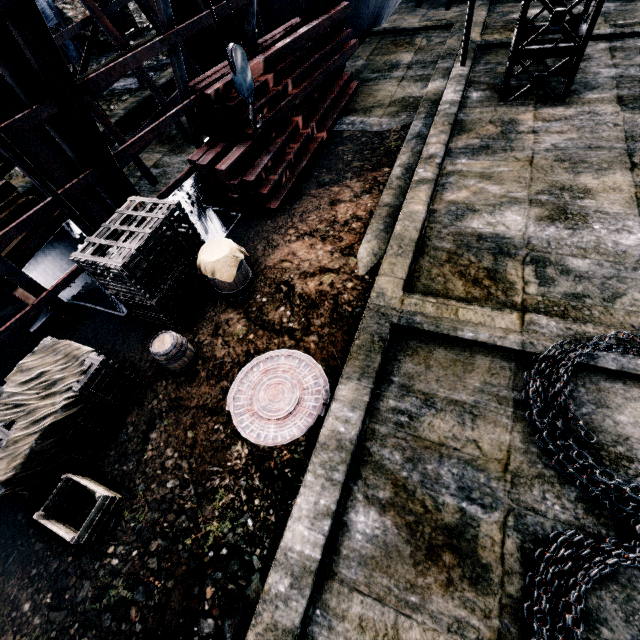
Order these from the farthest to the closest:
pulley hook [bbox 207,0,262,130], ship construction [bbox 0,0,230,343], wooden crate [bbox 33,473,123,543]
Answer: pulley hook [bbox 207,0,262,130]
ship construction [bbox 0,0,230,343]
wooden crate [bbox 33,473,123,543]

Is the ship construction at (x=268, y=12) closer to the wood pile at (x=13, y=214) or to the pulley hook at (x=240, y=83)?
the pulley hook at (x=240, y=83)

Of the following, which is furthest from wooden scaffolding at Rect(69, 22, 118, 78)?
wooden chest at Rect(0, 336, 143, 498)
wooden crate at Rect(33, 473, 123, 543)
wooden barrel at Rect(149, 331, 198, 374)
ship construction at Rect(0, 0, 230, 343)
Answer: wooden crate at Rect(33, 473, 123, 543)

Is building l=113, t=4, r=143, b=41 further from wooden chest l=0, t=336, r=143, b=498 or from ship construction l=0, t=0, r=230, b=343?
wooden chest l=0, t=336, r=143, b=498

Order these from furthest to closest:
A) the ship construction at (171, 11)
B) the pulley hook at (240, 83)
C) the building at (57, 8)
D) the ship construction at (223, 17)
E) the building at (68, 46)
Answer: the building at (68, 46) → the building at (57, 8) → the ship construction at (223, 17) → the pulley hook at (240, 83) → the ship construction at (171, 11)

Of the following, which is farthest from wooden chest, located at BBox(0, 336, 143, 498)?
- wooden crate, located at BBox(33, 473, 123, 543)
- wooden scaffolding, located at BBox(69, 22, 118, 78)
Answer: wooden scaffolding, located at BBox(69, 22, 118, 78)

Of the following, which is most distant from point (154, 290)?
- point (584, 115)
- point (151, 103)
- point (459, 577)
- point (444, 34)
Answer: point (444, 34)

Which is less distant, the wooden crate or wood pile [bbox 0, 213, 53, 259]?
the wooden crate
